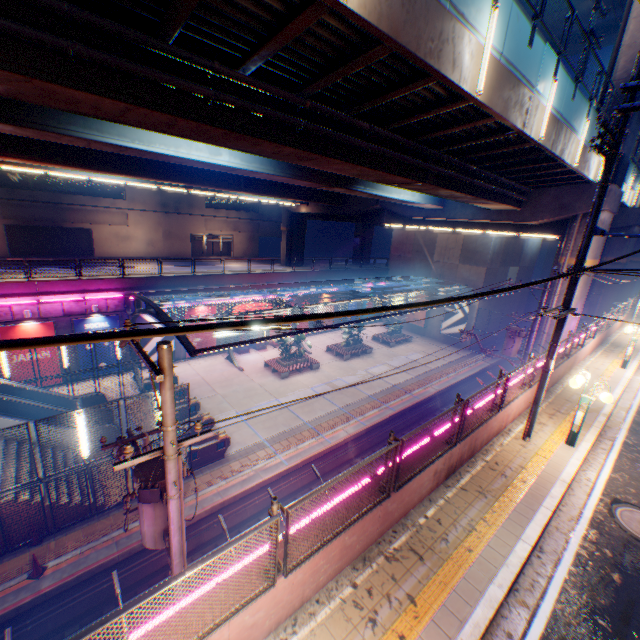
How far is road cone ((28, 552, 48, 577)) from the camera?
10.5 meters

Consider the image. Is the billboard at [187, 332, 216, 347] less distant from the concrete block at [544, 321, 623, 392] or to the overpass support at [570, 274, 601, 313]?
the overpass support at [570, 274, 601, 313]

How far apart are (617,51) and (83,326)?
35.8 meters

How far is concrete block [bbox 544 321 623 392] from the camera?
13.2 meters

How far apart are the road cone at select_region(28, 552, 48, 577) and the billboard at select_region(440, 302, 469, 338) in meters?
34.6

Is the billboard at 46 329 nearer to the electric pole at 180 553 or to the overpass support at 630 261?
the overpass support at 630 261

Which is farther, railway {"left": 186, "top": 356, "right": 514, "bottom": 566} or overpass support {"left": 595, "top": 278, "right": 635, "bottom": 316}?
overpass support {"left": 595, "top": 278, "right": 635, "bottom": 316}

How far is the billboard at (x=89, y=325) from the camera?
21.36m
